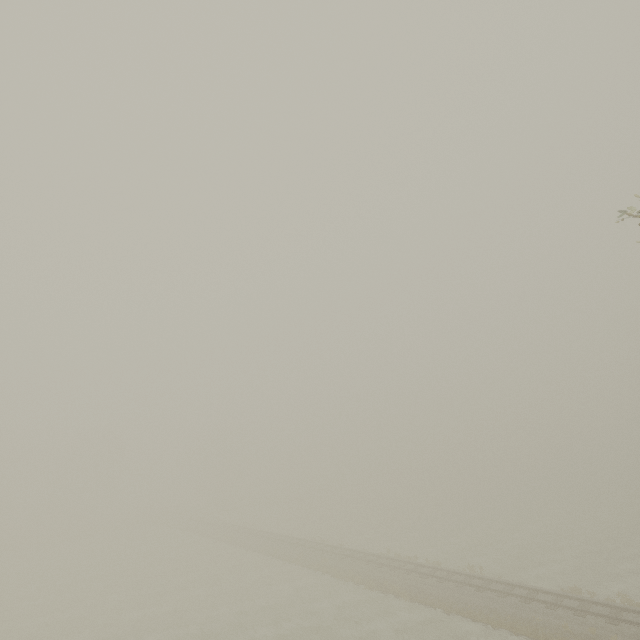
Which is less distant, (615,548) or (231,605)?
(231,605)

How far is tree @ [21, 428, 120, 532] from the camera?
53.2m

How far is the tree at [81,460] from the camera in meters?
53.2 m
